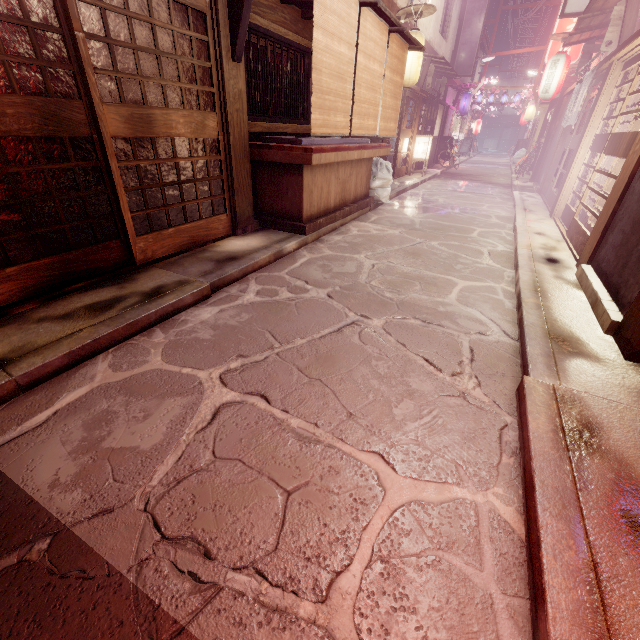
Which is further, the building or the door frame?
the building

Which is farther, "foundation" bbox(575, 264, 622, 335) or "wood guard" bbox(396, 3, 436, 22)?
"wood guard" bbox(396, 3, 436, 22)

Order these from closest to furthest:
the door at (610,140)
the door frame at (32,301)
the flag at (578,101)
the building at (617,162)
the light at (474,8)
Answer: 1. the door frame at (32,301)
2. the door at (610,140)
3. the building at (617,162)
4. the flag at (578,101)
5. the light at (474,8)

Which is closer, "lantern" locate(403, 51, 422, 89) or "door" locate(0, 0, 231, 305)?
"door" locate(0, 0, 231, 305)

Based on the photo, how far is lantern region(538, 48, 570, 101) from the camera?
16.98m

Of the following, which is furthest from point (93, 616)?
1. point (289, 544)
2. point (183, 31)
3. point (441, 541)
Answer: point (183, 31)

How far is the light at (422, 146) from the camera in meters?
23.2 m

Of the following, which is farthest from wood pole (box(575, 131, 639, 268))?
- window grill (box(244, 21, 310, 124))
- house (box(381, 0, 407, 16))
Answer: house (box(381, 0, 407, 16))
